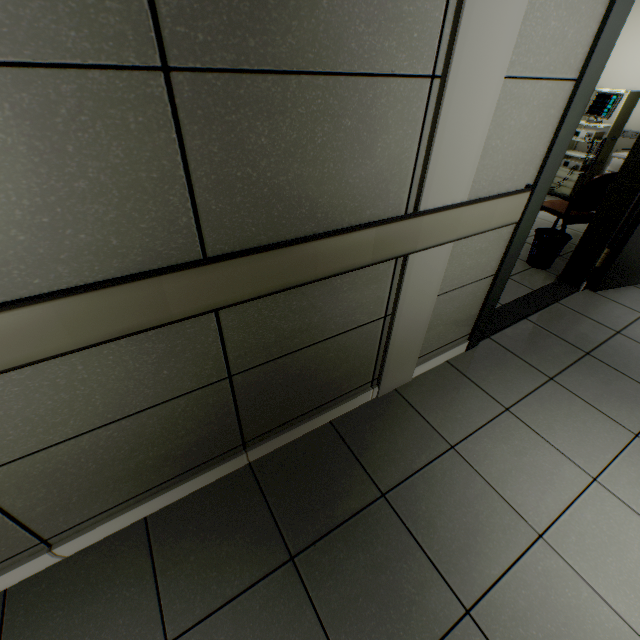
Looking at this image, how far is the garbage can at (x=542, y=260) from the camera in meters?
3.2

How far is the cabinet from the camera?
4.58m

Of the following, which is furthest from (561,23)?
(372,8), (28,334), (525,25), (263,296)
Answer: (28,334)

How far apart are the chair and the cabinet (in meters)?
1.58

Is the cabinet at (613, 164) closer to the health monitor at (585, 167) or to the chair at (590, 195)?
the health monitor at (585, 167)

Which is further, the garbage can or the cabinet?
the cabinet

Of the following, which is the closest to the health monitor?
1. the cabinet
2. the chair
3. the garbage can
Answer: the cabinet

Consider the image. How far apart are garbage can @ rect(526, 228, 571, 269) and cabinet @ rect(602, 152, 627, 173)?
2.39m
